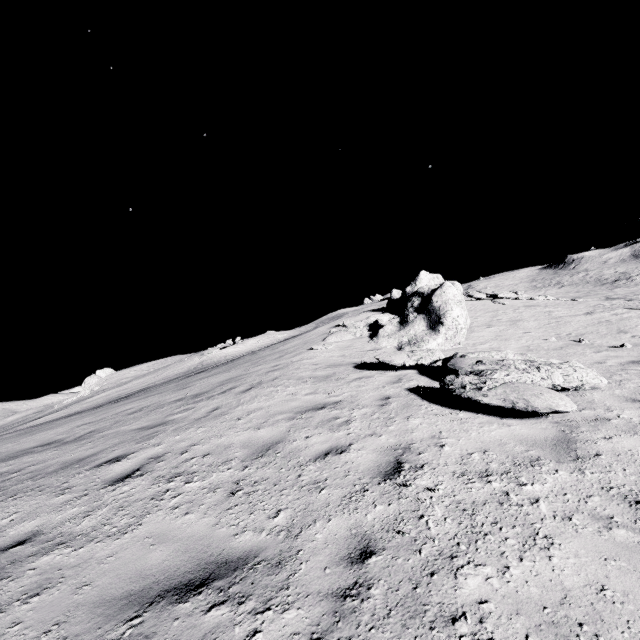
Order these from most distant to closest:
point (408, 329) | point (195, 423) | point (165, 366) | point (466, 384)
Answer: point (165, 366) < point (408, 329) < point (195, 423) < point (466, 384)
